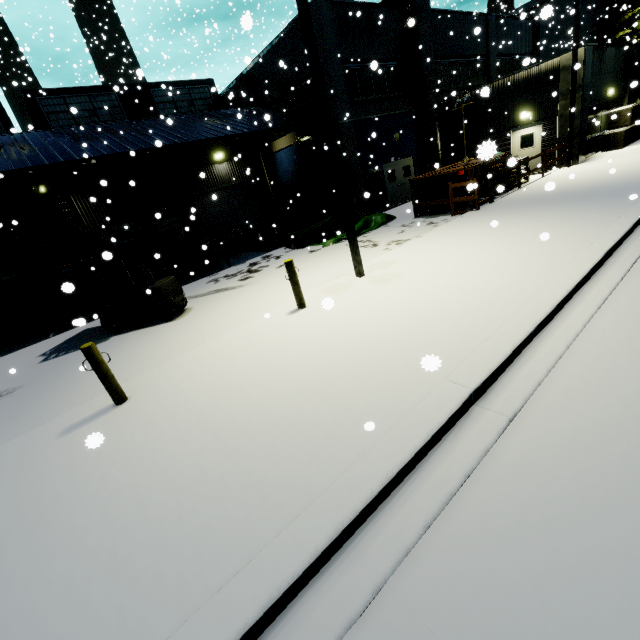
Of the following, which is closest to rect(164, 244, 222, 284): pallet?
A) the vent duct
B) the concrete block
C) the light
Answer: the light

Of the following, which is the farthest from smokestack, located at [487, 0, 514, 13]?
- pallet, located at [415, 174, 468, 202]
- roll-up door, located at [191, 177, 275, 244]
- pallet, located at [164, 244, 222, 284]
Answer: pallet, located at [164, 244, 222, 284]

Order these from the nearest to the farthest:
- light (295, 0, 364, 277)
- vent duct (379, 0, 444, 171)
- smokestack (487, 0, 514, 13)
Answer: light (295, 0, 364, 277) < vent duct (379, 0, 444, 171) < smokestack (487, 0, 514, 13)

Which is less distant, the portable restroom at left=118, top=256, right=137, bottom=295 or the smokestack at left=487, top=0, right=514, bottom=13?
the portable restroom at left=118, top=256, right=137, bottom=295

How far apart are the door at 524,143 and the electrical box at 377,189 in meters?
7.3

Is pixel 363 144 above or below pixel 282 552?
above

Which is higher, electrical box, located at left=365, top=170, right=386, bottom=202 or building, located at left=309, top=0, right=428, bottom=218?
building, located at left=309, top=0, right=428, bottom=218

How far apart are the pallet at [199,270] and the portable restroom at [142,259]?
0.72m
